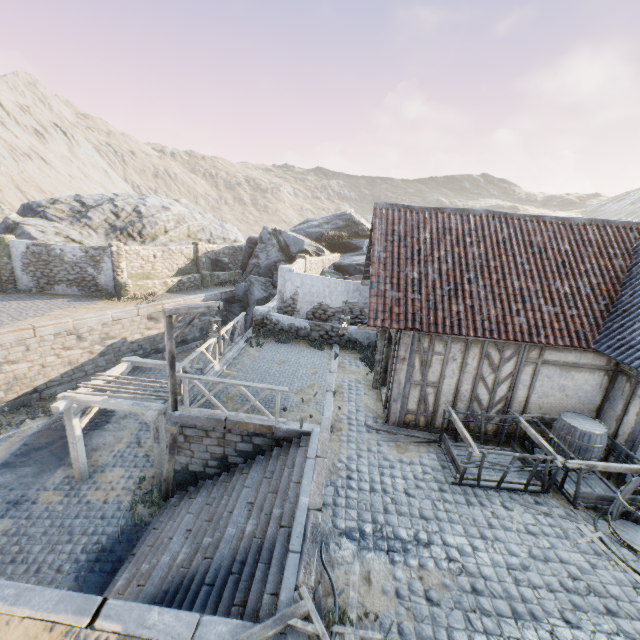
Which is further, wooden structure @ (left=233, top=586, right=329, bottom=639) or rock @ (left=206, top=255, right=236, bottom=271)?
rock @ (left=206, top=255, right=236, bottom=271)

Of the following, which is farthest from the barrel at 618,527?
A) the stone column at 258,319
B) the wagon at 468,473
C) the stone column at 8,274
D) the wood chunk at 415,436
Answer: the stone column at 8,274

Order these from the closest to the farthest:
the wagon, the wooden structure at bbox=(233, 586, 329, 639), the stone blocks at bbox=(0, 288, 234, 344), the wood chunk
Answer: the wooden structure at bbox=(233, 586, 329, 639)
the wagon
the wood chunk
the stone blocks at bbox=(0, 288, 234, 344)

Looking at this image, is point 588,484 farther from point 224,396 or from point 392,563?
point 224,396

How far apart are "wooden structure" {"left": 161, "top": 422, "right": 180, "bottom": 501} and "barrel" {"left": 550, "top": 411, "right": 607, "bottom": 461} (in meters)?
9.71

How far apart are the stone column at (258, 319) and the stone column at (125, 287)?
8.94m

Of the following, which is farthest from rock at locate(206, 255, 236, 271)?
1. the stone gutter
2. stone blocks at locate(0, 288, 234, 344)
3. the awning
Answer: the awning

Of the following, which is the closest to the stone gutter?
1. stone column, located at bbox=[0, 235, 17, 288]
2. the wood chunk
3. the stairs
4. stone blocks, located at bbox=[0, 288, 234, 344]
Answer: stone blocks, located at bbox=[0, 288, 234, 344]
